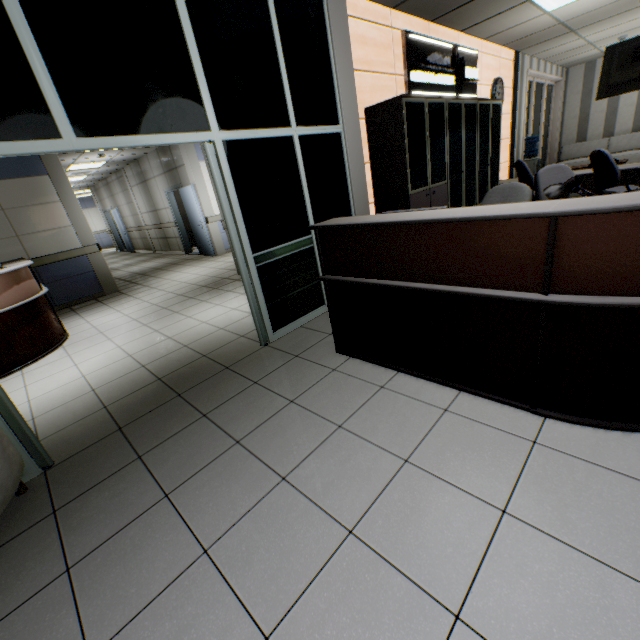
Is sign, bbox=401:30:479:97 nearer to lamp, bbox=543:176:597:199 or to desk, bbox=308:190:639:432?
desk, bbox=308:190:639:432

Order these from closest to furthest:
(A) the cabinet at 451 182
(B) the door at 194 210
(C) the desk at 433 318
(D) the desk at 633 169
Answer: (C) the desk at 433 318
(A) the cabinet at 451 182
(D) the desk at 633 169
(B) the door at 194 210

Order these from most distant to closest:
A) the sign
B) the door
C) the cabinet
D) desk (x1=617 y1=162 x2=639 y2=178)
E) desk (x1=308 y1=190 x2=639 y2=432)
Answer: the door
desk (x1=617 y1=162 x2=639 y2=178)
the sign
the cabinet
desk (x1=308 y1=190 x2=639 y2=432)

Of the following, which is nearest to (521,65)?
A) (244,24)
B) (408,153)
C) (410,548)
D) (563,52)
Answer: (563,52)

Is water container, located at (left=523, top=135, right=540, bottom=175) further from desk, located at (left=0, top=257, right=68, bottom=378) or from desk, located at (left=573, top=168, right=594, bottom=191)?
desk, located at (left=0, top=257, right=68, bottom=378)

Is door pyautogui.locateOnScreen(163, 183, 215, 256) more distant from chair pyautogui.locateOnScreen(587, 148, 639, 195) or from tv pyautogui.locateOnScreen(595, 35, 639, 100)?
tv pyautogui.locateOnScreen(595, 35, 639, 100)

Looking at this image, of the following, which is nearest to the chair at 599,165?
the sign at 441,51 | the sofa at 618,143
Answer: the sign at 441,51

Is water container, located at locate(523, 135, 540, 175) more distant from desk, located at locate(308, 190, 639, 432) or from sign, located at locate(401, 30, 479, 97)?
sign, located at locate(401, 30, 479, 97)
